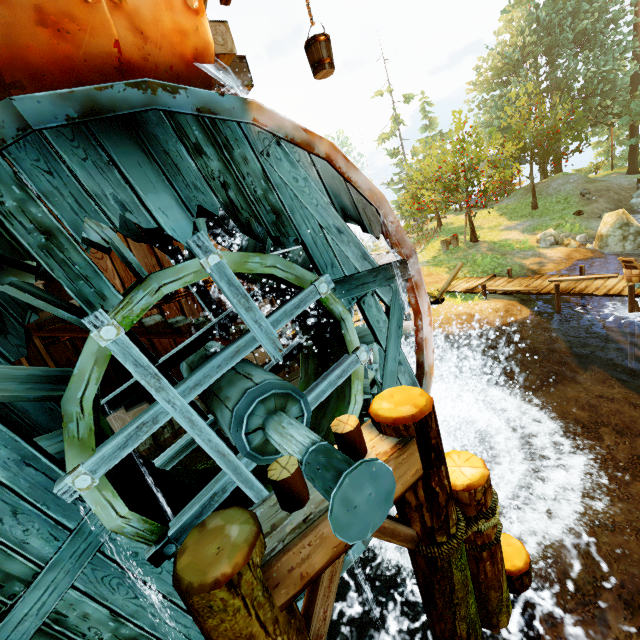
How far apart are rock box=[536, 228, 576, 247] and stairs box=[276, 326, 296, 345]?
16.41m

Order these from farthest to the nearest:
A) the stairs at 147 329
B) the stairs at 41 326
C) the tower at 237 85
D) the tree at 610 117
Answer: the tree at 610 117 → the tower at 237 85 → the stairs at 147 329 → the stairs at 41 326

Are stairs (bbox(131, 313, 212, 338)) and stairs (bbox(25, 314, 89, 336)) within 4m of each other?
yes

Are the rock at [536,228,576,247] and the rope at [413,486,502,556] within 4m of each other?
no

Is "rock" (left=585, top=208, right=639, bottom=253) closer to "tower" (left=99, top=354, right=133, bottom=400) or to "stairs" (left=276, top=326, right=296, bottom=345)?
"tower" (left=99, top=354, right=133, bottom=400)

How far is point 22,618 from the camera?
2.70m

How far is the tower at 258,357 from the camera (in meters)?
6.39

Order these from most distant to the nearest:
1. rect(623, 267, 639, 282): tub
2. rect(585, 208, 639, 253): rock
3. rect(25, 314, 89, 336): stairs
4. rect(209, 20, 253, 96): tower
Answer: rect(585, 208, 639, 253): rock → rect(623, 267, 639, 282): tub → rect(209, 20, 253, 96): tower → rect(25, 314, 89, 336): stairs
